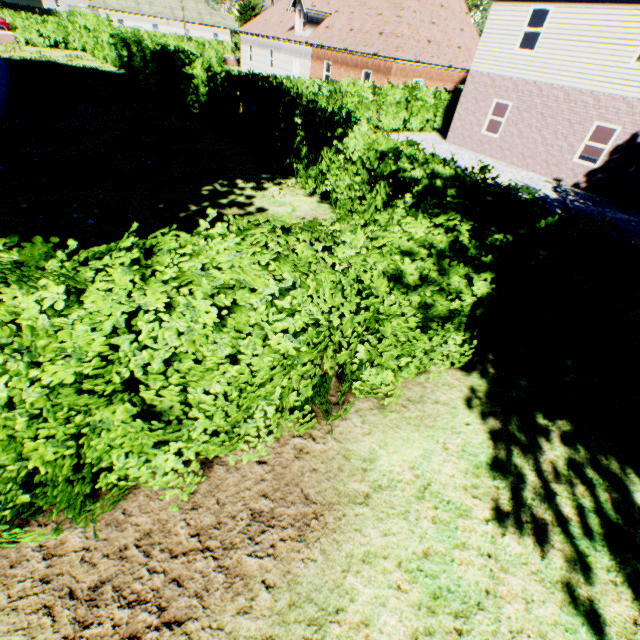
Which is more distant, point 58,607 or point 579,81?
point 579,81

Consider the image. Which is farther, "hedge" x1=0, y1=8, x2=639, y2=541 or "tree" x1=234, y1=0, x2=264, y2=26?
"tree" x1=234, y1=0, x2=264, y2=26

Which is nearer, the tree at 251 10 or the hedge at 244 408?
the hedge at 244 408

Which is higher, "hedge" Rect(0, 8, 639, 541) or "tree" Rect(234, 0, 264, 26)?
"tree" Rect(234, 0, 264, 26)

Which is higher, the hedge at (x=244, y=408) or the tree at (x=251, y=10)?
the tree at (x=251, y=10)
